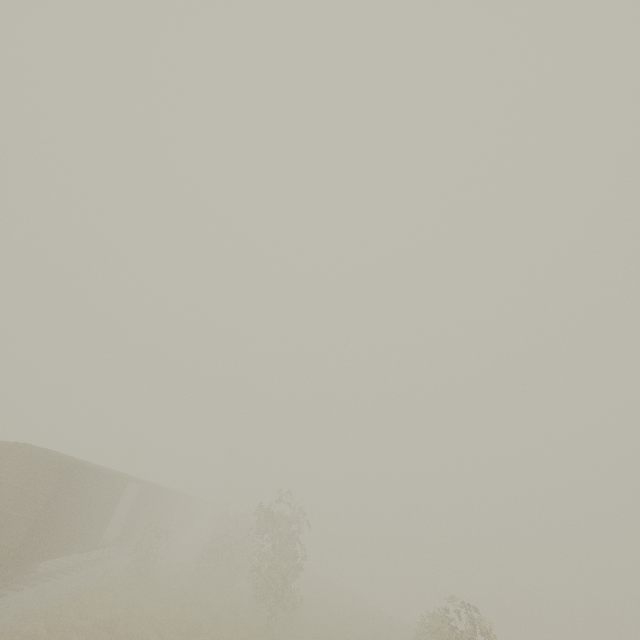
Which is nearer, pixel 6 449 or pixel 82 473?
pixel 6 449
